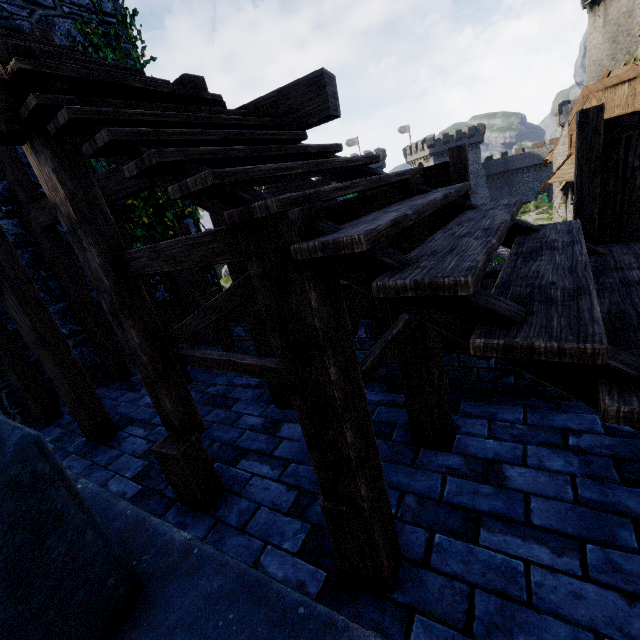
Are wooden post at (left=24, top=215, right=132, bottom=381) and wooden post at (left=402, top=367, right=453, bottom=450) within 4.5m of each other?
no

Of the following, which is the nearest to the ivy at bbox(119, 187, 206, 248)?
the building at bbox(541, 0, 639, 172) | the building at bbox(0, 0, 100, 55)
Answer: the building at bbox(0, 0, 100, 55)

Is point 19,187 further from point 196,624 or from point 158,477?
point 196,624

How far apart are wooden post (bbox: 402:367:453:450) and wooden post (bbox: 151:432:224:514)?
2.1 meters

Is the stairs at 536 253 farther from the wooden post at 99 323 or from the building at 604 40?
the building at 604 40

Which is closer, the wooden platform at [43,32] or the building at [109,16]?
the wooden platform at [43,32]

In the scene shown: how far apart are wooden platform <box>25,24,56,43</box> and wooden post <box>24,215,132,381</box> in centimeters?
278cm

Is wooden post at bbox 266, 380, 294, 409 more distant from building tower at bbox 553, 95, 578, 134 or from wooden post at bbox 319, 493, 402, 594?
building tower at bbox 553, 95, 578, 134
